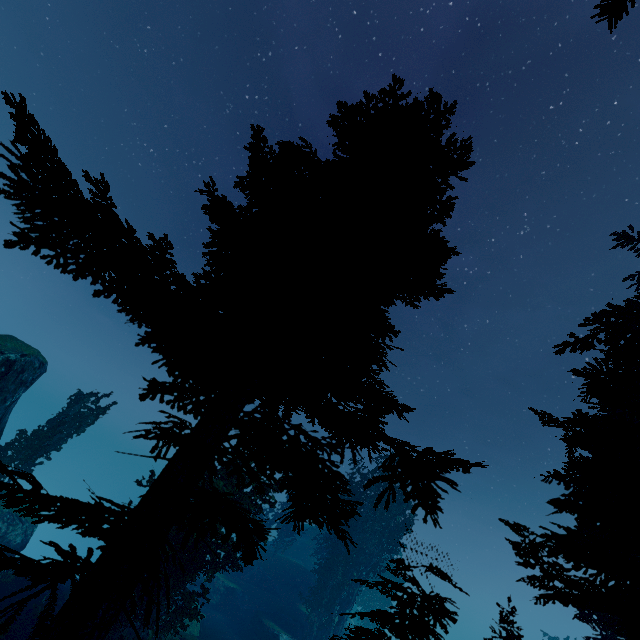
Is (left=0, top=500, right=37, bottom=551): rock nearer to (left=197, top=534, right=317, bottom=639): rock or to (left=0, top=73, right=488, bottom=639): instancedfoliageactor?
(left=0, top=73, right=488, bottom=639): instancedfoliageactor

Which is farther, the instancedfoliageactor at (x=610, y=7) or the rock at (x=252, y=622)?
the rock at (x=252, y=622)

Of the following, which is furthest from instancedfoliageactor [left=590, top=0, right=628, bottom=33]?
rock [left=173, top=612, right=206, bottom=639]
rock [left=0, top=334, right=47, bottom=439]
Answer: rock [left=173, top=612, right=206, bottom=639]

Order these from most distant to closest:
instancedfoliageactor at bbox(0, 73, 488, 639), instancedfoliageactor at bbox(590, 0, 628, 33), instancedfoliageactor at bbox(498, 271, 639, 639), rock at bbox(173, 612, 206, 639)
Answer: rock at bbox(173, 612, 206, 639)
instancedfoliageactor at bbox(498, 271, 639, 639)
instancedfoliageactor at bbox(0, 73, 488, 639)
instancedfoliageactor at bbox(590, 0, 628, 33)

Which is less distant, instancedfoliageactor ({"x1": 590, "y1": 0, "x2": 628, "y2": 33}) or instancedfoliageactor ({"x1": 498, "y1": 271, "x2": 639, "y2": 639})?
instancedfoliageactor ({"x1": 590, "y1": 0, "x2": 628, "y2": 33})

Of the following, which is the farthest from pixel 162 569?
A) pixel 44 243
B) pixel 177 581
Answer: pixel 44 243

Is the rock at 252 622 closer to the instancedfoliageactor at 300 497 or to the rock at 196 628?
the instancedfoliageactor at 300 497

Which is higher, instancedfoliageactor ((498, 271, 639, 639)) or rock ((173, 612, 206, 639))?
instancedfoliageactor ((498, 271, 639, 639))
